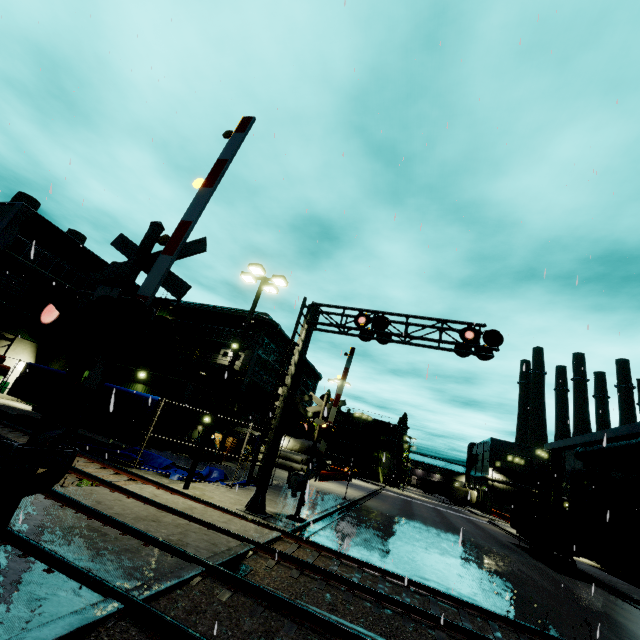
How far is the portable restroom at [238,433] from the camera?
30.72m

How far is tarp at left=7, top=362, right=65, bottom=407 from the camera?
16.9m

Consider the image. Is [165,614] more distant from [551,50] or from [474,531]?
[474,531]

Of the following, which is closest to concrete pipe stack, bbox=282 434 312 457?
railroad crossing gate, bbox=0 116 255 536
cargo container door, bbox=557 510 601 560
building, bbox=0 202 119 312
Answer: building, bbox=0 202 119 312

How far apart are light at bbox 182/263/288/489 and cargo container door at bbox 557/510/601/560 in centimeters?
2230cm

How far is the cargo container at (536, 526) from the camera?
20.1m

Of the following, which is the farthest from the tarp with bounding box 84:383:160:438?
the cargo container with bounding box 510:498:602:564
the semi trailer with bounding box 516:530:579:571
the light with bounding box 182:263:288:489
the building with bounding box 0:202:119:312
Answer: the semi trailer with bounding box 516:530:579:571

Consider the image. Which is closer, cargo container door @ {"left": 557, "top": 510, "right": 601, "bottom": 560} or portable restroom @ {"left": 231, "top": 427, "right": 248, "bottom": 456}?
cargo container door @ {"left": 557, "top": 510, "right": 601, "bottom": 560}
